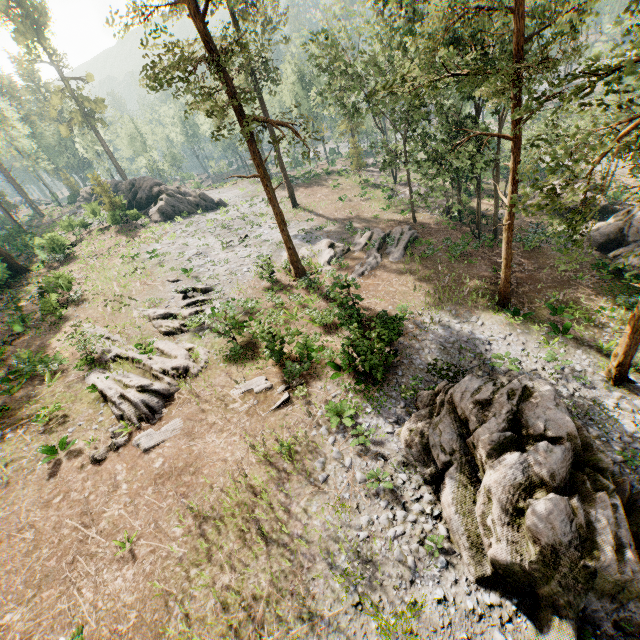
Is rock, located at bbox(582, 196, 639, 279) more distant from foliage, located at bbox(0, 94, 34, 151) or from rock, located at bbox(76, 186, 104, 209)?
rock, located at bbox(76, 186, 104, 209)

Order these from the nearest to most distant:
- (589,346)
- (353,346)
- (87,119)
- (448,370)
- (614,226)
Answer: (353,346) < (448,370) < (589,346) < (614,226) < (87,119)

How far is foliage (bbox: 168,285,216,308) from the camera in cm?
2292

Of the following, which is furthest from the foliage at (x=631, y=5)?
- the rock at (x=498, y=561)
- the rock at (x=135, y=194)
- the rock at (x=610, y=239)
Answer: the rock at (x=498, y=561)

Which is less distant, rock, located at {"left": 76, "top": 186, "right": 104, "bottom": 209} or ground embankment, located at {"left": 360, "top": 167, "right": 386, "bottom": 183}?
rock, located at {"left": 76, "top": 186, "right": 104, "bottom": 209}

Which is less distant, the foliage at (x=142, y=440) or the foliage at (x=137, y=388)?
the foliage at (x=142, y=440)

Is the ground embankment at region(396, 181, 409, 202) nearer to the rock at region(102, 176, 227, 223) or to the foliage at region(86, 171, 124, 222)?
the foliage at region(86, 171, 124, 222)

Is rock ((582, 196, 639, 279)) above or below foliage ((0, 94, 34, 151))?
below
